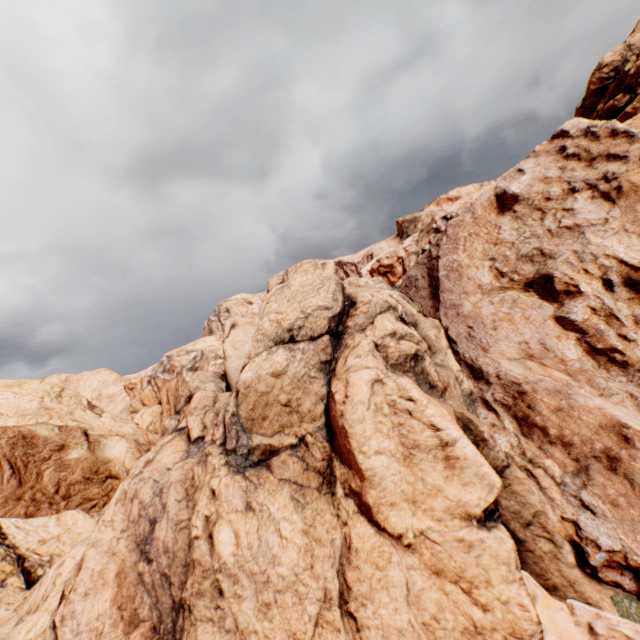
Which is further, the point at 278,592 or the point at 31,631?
the point at 31,631
